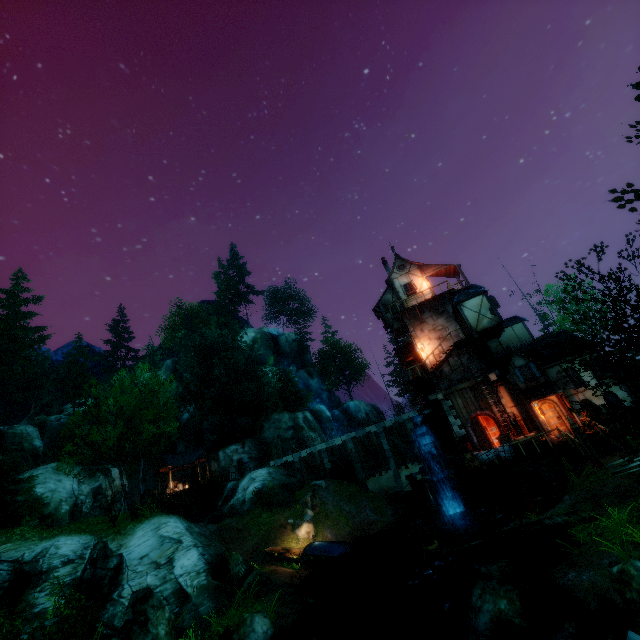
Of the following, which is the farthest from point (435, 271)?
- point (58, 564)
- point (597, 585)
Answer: point (58, 564)

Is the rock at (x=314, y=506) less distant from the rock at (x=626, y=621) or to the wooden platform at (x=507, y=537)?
the wooden platform at (x=507, y=537)

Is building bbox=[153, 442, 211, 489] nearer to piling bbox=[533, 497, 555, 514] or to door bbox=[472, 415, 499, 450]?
door bbox=[472, 415, 499, 450]

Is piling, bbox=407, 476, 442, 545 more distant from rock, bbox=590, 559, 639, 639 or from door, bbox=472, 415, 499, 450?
rock, bbox=590, 559, 639, 639

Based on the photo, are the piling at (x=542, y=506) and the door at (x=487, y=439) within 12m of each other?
yes

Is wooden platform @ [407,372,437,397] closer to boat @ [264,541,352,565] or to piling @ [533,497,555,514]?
piling @ [533,497,555,514]

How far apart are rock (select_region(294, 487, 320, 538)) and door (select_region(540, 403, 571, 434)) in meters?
19.5

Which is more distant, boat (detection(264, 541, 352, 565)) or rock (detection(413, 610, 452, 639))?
boat (detection(264, 541, 352, 565))
